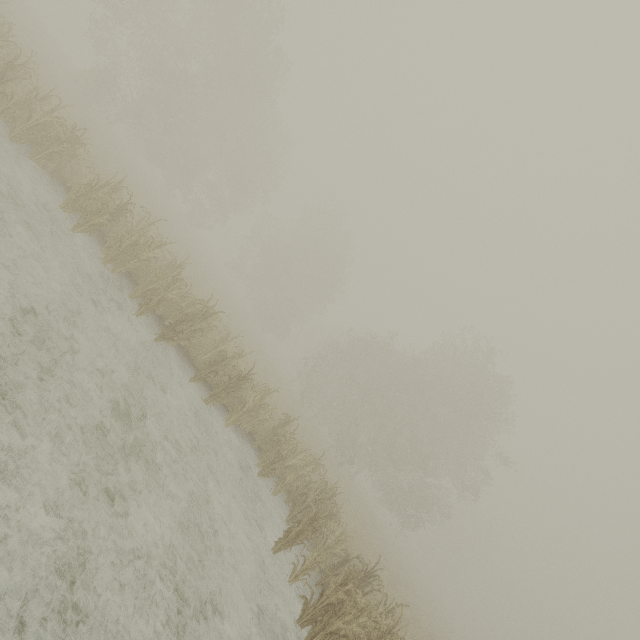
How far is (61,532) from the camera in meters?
4.1 m
